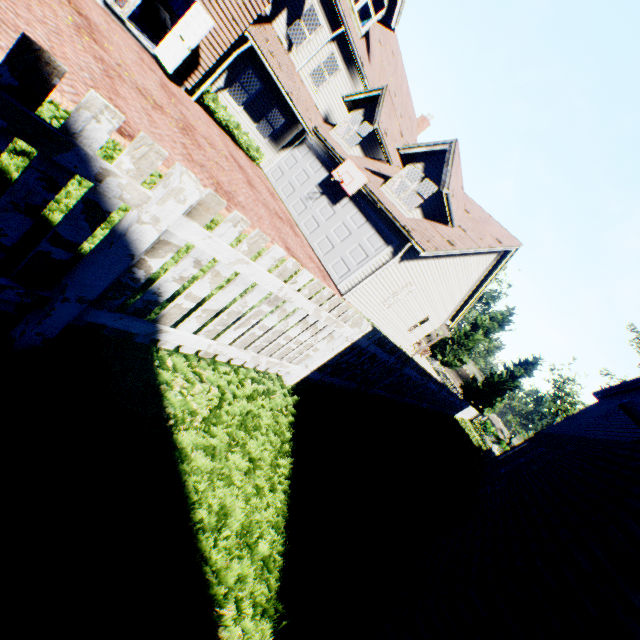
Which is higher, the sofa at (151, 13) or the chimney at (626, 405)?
the chimney at (626, 405)

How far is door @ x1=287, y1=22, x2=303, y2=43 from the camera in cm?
1593

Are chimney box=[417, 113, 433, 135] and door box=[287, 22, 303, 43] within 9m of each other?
no

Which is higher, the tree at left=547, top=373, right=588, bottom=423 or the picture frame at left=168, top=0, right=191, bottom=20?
the tree at left=547, top=373, right=588, bottom=423

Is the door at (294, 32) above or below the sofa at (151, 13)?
above

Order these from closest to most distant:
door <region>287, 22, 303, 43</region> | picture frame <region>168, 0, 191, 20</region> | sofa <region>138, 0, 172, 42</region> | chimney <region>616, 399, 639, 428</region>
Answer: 1. chimney <region>616, 399, 639, 428</region>
2. sofa <region>138, 0, 172, 42</region>
3. door <region>287, 22, 303, 43</region>
4. picture frame <region>168, 0, 191, 20</region>

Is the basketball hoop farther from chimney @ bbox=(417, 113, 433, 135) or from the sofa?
chimney @ bbox=(417, 113, 433, 135)

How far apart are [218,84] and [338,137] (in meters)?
5.84
